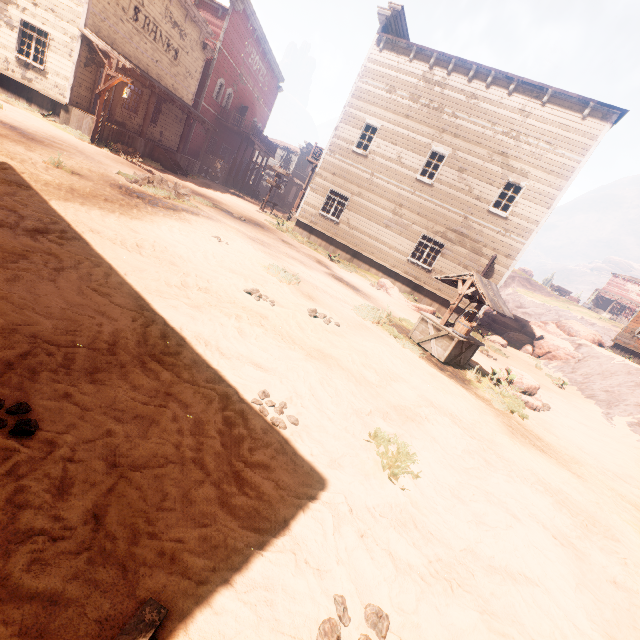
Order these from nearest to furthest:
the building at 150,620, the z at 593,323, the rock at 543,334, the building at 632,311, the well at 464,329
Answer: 1. the building at 150,620
2. the well at 464,329
3. the rock at 543,334
4. the building at 632,311
5. the z at 593,323

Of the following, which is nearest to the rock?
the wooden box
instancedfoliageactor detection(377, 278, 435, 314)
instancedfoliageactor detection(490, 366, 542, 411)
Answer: instancedfoliageactor detection(377, 278, 435, 314)

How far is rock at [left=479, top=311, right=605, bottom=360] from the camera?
18.30m

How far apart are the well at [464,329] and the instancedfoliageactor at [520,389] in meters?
0.8 m

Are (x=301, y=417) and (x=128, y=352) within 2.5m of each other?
yes

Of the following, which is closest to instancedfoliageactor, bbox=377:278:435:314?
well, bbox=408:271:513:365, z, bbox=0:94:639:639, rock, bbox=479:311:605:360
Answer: z, bbox=0:94:639:639

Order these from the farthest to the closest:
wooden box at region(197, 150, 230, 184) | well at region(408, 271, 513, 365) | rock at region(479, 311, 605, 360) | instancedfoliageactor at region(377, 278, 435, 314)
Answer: wooden box at region(197, 150, 230, 184), rock at region(479, 311, 605, 360), instancedfoliageactor at region(377, 278, 435, 314), well at region(408, 271, 513, 365)

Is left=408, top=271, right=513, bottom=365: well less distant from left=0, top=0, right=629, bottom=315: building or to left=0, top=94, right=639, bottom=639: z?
left=0, top=94, right=639, bottom=639: z
